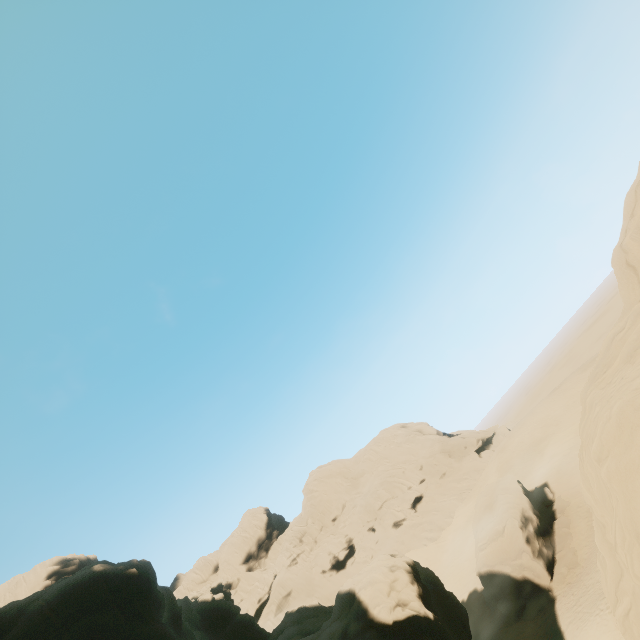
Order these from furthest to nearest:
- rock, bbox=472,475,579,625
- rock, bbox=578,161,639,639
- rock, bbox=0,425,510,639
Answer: rock, bbox=472,475,579,625, rock, bbox=0,425,510,639, rock, bbox=578,161,639,639

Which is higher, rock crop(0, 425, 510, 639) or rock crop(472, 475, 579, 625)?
rock crop(0, 425, 510, 639)

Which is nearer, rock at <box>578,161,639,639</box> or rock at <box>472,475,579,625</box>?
rock at <box>578,161,639,639</box>

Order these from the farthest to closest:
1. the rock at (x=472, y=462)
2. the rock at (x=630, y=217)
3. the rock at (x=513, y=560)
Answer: the rock at (x=513, y=560) < the rock at (x=472, y=462) < the rock at (x=630, y=217)

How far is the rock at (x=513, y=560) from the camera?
26.8m

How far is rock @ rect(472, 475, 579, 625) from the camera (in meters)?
26.80

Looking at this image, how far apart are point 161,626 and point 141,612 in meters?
1.7 m

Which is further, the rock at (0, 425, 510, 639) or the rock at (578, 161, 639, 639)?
the rock at (0, 425, 510, 639)
